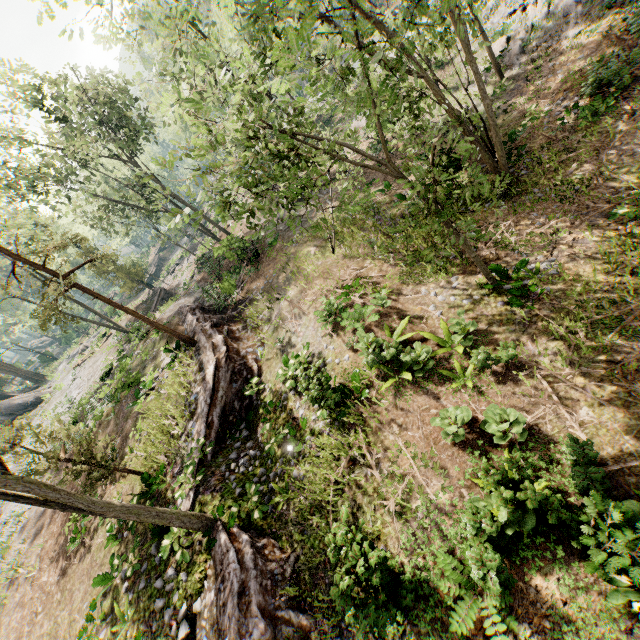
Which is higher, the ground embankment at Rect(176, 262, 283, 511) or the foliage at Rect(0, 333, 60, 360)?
the foliage at Rect(0, 333, 60, 360)

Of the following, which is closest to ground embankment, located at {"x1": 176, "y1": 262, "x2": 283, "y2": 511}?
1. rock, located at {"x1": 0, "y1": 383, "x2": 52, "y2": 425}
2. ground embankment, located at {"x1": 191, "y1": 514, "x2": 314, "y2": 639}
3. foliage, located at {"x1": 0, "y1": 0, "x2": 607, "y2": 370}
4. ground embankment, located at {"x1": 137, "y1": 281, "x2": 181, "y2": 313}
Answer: foliage, located at {"x1": 0, "y1": 0, "x2": 607, "y2": 370}

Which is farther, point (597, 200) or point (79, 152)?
point (79, 152)

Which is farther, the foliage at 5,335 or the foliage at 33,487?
the foliage at 5,335

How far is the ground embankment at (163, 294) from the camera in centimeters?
3407cm

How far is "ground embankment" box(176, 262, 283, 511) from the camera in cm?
1322

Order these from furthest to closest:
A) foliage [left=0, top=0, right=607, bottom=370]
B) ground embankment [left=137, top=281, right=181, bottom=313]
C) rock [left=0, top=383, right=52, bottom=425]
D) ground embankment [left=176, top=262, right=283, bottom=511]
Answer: rock [left=0, top=383, right=52, bottom=425], ground embankment [left=137, top=281, right=181, bottom=313], ground embankment [left=176, top=262, right=283, bottom=511], foliage [left=0, top=0, right=607, bottom=370]

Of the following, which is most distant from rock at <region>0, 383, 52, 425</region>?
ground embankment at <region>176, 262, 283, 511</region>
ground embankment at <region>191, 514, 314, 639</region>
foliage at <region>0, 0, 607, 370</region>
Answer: ground embankment at <region>191, 514, 314, 639</region>
